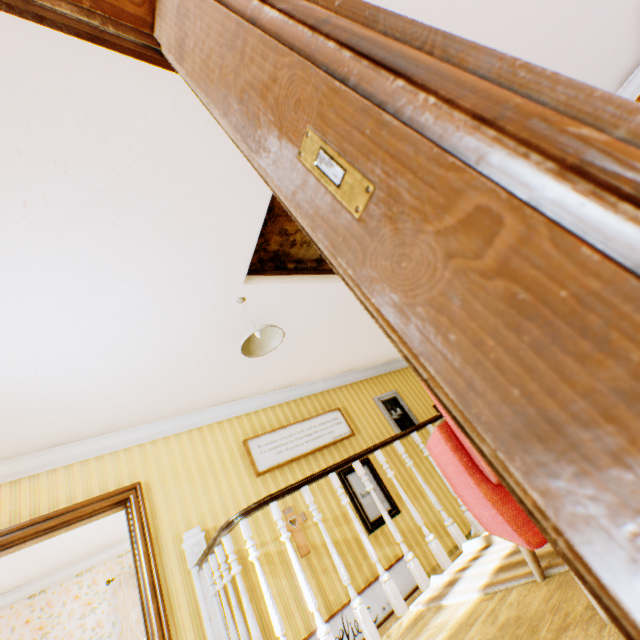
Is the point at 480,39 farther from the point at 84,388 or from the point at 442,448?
the point at 84,388

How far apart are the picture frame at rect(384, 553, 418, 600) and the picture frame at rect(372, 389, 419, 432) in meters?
2.0 m

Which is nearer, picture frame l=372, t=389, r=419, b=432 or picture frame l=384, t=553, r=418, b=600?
picture frame l=384, t=553, r=418, b=600

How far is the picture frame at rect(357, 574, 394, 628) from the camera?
4.1 meters

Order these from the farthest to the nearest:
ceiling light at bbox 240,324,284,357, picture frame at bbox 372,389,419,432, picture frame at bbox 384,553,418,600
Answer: picture frame at bbox 372,389,419,432 → picture frame at bbox 384,553,418,600 → ceiling light at bbox 240,324,284,357

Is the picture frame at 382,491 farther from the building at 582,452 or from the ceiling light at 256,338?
the ceiling light at 256,338

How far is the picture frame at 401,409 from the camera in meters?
6.6 m

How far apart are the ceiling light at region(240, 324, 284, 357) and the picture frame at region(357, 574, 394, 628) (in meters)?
3.34
